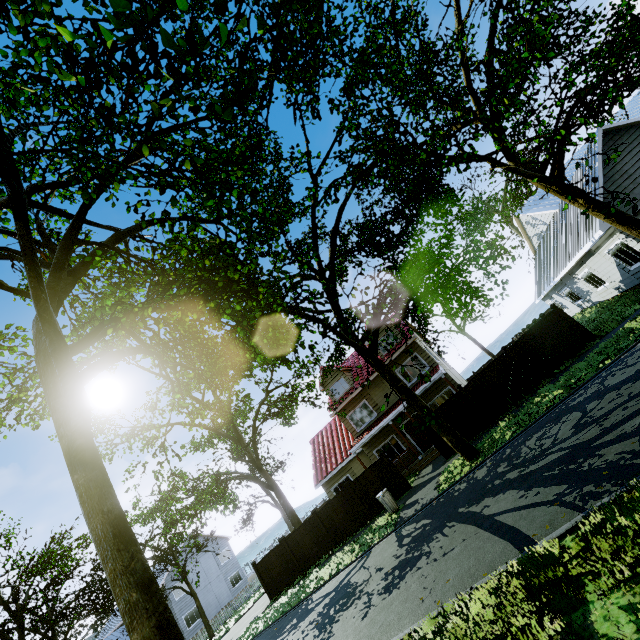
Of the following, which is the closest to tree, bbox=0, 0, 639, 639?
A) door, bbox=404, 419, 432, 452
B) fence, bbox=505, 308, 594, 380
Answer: fence, bbox=505, 308, 594, 380

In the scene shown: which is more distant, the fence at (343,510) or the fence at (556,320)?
the fence at (343,510)

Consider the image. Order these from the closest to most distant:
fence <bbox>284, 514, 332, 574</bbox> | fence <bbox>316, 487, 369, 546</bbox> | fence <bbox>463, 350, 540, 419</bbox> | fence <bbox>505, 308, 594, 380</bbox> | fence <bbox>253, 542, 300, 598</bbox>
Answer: fence <bbox>505, 308, 594, 380</bbox> → fence <bbox>463, 350, 540, 419</bbox> → fence <bbox>316, 487, 369, 546</bbox> → fence <bbox>284, 514, 332, 574</bbox> → fence <bbox>253, 542, 300, 598</bbox>

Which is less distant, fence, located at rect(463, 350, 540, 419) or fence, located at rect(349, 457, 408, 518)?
fence, located at rect(463, 350, 540, 419)

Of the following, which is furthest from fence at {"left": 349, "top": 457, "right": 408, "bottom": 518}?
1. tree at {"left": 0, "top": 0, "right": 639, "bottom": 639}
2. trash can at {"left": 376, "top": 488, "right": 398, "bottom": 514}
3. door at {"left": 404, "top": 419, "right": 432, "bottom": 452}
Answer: door at {"left": 404, "top": 419, "right": 432, "bottom": 452}

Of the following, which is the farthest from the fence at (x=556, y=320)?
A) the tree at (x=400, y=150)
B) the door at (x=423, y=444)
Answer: the door at (x=423, y=444)

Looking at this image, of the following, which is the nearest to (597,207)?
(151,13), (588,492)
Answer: (588,492)
